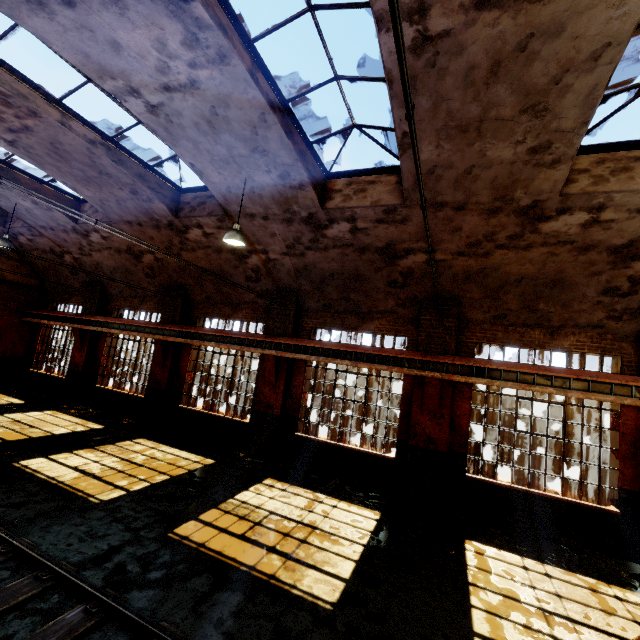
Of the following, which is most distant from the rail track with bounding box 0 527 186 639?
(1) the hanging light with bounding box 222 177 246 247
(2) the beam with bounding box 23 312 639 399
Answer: (2) the beam with bounding box 23 312 639 399

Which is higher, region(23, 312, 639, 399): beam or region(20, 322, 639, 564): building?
region(23, 312, 639, 399): beam

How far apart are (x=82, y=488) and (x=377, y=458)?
7.2 meters

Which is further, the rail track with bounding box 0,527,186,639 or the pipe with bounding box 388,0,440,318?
the rail track with bounding box 0,527,186,639

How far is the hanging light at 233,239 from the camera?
7.3m

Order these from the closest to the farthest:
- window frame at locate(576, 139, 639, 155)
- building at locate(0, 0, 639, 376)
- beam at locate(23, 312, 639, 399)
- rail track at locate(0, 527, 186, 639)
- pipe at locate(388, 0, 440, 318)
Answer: pipe at locate(388, 0, 440, 318), rail track at locate(0, 527, 186, 639), building at locate(0, 0, 639, 376), window frame at locate(576, 139, 639, 155), beam at locate(23, 312, 639, 399)

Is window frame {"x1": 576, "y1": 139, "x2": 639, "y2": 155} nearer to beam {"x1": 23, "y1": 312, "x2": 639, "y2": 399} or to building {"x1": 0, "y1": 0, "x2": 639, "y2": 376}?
building {"x1": 0, "y1": 0, "x2": 639, "y2": 376}

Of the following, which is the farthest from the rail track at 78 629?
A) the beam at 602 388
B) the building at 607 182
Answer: the beam at 602 388
